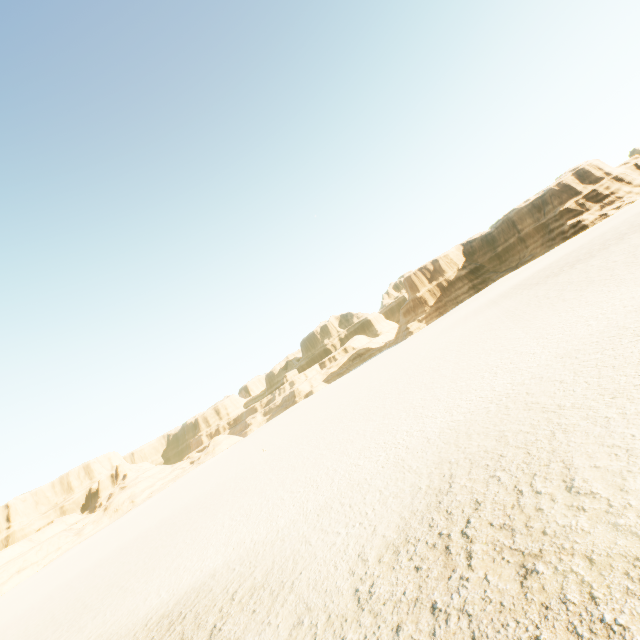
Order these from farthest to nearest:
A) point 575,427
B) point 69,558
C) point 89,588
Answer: point 69,558, point 89,588, point 575,427
